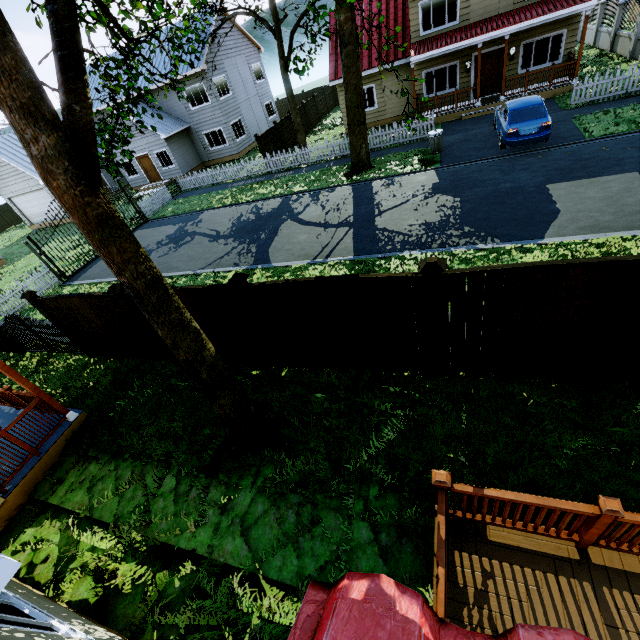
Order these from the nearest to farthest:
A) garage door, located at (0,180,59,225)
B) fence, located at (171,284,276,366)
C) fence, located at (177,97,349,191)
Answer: fence, located at (171,284,276,366) → fence, located at (177,97,349,191) → garage door, located at (0,180,59,225)

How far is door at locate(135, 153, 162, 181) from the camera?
26.2m

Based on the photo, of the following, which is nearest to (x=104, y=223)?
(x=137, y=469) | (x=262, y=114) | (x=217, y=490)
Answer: (x=217, y=490)

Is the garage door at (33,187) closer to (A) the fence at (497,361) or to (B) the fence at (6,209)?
(B) the fence at (6,209)

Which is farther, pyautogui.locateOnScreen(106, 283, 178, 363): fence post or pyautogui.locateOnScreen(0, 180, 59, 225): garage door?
pyautogui.locateOnScreen(0, 180, 59, 225): garage door

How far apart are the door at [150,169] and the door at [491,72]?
23.7 meters

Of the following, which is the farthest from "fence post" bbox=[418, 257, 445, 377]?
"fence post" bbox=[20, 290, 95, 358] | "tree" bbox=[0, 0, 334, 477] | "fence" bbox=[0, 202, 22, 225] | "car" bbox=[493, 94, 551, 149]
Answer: "fence" bbox=[0, 202, 22, 225]

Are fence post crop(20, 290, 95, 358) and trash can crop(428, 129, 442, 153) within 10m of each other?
no
